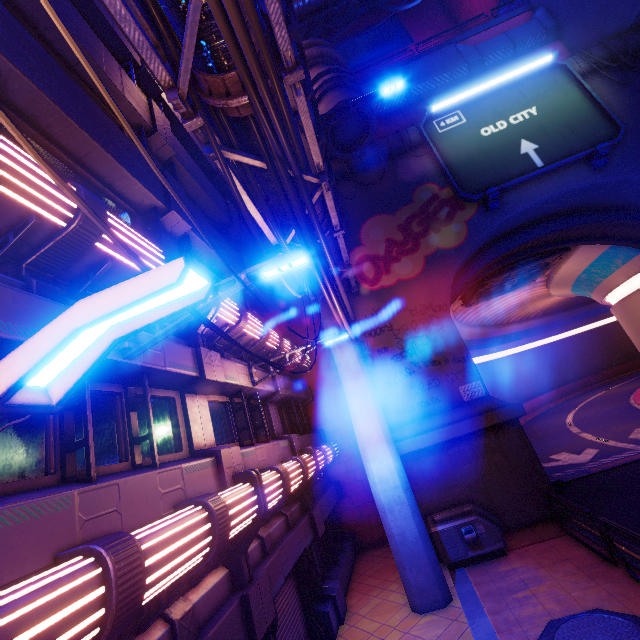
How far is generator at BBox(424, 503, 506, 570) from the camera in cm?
1008

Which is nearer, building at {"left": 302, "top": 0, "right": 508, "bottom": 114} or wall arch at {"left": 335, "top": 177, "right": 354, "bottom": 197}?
building at {"left": 302, "top": 0, "right": 508, "bottom": 114}

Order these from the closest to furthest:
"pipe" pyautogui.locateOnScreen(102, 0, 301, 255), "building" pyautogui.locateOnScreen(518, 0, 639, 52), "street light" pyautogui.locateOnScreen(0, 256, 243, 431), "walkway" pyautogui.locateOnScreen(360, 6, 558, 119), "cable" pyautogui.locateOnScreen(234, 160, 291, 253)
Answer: "street light" pyautogui.locateOnScreen(0, 256, 243, 431) < "pipe" pyautogui.locateOnScreen(102, 0, 301, 255) < "cable" pyautogui.locateOnScreen(234, 160, 291, 253) < "building" pyautogui.locateOnScreen(518, 0, 639, 52) < "walkway" pyautogui.locateOnScreen(360, 6, 558, 119)

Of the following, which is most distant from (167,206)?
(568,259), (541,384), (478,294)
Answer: (541,384)

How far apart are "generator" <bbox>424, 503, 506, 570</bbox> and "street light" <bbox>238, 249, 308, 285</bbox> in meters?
10.3

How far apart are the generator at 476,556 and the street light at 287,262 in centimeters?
1027cm

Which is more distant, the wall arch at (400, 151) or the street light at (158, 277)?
the wall arch at (400, 151)

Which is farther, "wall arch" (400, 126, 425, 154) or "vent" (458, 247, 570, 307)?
"vent" (458, 247, 570, 307)
